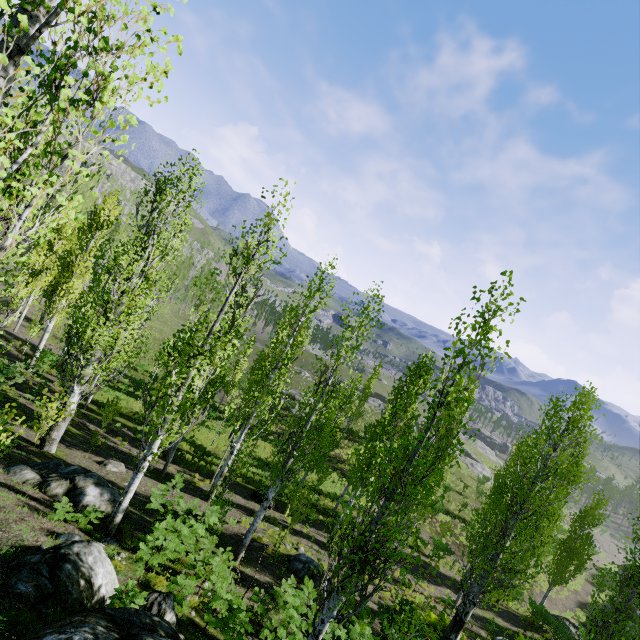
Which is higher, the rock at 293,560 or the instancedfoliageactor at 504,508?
the instancedfoliageactor at 504,508

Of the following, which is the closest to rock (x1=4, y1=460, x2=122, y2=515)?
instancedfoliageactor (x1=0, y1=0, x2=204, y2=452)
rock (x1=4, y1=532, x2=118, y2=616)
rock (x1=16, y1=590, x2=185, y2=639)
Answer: instancedfoliageactor (x1=0, y1=0, x2=204, y2=452)

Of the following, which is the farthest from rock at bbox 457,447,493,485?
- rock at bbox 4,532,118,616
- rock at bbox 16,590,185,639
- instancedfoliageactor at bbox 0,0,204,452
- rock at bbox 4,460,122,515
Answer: rock at bbox 4,460,122,515

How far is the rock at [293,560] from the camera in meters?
12.7

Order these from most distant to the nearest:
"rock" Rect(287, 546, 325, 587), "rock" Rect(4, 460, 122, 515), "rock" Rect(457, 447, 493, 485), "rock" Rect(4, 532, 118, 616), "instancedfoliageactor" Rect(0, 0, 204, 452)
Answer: "rock" Rect(457, 447, 493, 485) < "rock" Rect(287, 546, 325, 587) < "rock" Rect(4, 460, 122, 515) < "rock" Rect(4, 532, 118, 616) < "instancedfoliageactor" Rect(0, 0, 204, 452)

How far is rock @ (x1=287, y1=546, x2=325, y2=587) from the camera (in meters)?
12.72

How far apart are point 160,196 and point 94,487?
10.0 meters

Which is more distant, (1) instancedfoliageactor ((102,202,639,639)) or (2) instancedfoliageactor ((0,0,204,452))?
(1) instancedfoliageactor ((102,202,639,639))
